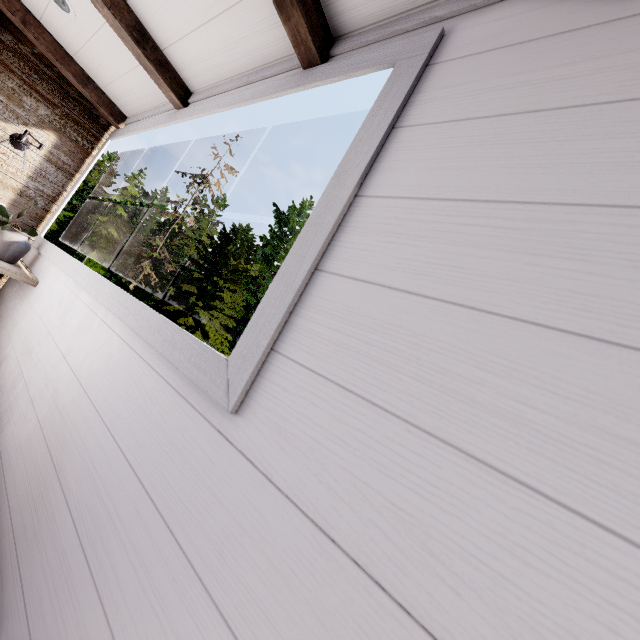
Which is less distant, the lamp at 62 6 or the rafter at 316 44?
the rafter at 316 44

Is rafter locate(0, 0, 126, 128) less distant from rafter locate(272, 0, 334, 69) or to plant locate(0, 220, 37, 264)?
plant locate(0, 220, 37, 264)

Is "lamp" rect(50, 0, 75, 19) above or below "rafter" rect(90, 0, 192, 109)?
above

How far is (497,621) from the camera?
0.38m

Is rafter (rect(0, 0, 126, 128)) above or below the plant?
above

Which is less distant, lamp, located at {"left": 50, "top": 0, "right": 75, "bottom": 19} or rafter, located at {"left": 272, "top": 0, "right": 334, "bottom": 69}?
rafter, located at {"left": 272, "top": 0, "right": 334, "bottom": 69}

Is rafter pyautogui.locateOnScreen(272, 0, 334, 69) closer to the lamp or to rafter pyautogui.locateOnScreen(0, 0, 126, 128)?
the lamp

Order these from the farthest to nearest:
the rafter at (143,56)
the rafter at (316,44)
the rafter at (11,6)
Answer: the rafter at (11,6) → the rafter at (143,56) → the rafter at (316,44)
